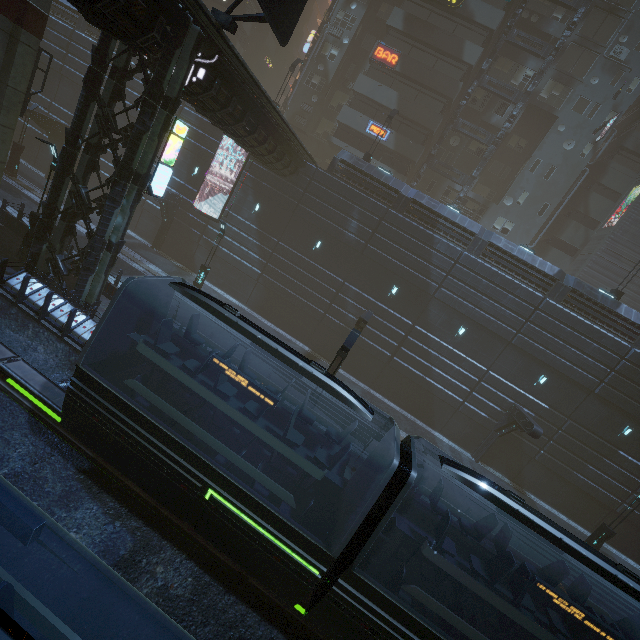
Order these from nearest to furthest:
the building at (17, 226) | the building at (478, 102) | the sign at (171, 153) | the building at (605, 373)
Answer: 1. the building at (605, 373)
2. the sign at (171, 153)
3. the building at (17, 226)
4. the building at (478, 102)

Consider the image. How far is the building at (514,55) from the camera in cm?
2984

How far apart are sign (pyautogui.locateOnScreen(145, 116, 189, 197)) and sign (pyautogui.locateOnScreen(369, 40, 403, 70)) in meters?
25.5 m

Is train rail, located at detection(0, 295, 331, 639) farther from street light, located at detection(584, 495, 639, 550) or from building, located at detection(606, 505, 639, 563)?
street light, located at detection(584, 495, 639, 550)

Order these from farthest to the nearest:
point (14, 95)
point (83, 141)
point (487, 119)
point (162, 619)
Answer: point (487, 119) < point (14, 95) < point (83, 141) < point (162, 619)

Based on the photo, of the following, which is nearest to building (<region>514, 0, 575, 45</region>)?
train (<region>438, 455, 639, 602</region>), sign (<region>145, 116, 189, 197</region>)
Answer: sign (<region>145, 116, 189, 197</region>)

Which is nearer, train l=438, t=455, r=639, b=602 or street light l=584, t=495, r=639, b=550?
train l=438, t=455, r=639, b=602

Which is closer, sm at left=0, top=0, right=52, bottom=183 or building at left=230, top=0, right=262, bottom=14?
sm at left=0, top=0, right=52, bottom=183
